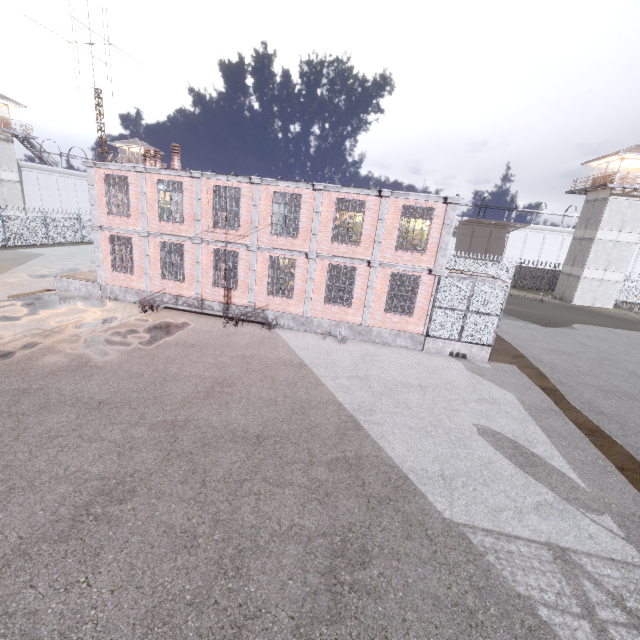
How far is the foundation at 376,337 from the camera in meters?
15.9

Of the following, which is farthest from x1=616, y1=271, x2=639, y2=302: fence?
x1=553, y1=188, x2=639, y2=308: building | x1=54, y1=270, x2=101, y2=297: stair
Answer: x1=54, y1=270, x2=101, y2=297: stair

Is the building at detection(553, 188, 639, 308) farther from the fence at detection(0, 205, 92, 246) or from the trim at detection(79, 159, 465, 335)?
the trim at detection(79, 159, 465, 335)

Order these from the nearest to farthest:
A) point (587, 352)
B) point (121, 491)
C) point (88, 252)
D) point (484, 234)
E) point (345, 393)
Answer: point (121, 491)
point (345, 393)
point (587, 352)
point (88, 252)
point (484, 234)

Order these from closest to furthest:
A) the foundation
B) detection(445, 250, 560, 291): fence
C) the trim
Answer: the trim < the foundation < detection(445, 250, 560, 291): fence

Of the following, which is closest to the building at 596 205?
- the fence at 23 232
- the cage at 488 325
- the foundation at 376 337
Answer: the fence at 23 232

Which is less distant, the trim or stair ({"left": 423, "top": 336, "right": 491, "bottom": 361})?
the trim

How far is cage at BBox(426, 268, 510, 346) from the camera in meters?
14.5
